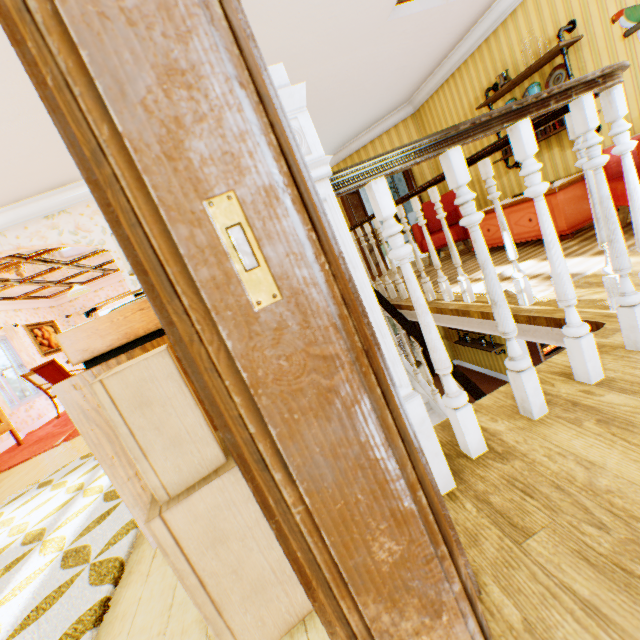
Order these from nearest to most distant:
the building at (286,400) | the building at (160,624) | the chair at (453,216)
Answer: the building at (286,400)
the building at (160,624)
the chair at (453,216)

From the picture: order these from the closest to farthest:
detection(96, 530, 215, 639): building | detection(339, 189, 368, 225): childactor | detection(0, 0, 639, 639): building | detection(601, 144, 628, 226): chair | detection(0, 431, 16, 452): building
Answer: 1. detection(0, 0, 639, 639): building
2. detection(96, 530, 215, 639): building
3. detection(601, 144, 628, 226): chair
4. detection(0, 431, 16, 452): building
5. detection(339, 189, 368, 225): childactor

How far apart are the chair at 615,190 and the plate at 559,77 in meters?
1.3 m

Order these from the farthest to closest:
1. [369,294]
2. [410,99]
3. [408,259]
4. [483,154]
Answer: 1. [408,259]
2. [410,99]
3. [483,154]
4. [369,294]

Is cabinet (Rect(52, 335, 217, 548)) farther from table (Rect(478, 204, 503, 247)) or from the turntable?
table (Rect(478, 204, 503, 247))

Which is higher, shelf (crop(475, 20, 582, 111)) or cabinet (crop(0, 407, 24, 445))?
shelf (crop(475, 20, 582, 111))

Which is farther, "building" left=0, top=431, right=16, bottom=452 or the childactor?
the childactor
